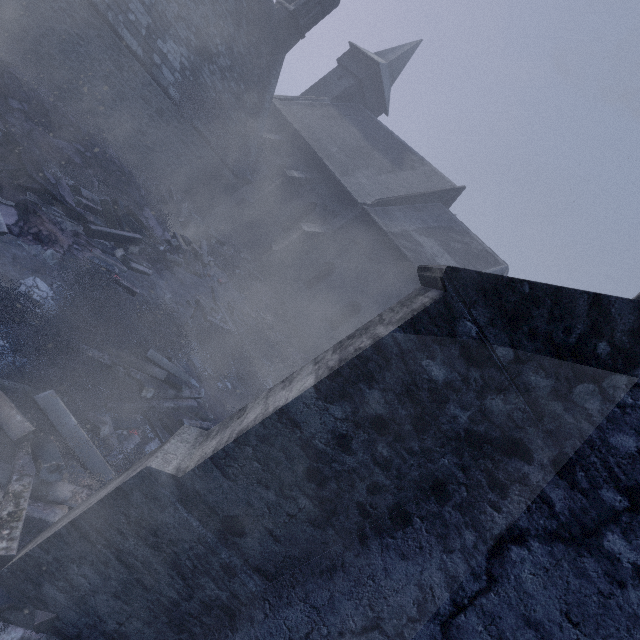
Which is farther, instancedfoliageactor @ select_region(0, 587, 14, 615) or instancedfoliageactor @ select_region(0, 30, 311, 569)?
instancedfoliageactor @ select_region(0, 30, 311, 569)

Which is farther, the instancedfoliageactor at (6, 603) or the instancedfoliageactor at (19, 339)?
the instancedfoliageactor at (19, 339)

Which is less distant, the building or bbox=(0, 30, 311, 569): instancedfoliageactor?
the building

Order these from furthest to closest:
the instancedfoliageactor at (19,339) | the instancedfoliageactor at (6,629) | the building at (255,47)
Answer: the instancedfoliageactor at (19,339) < the instancedfoliageactor at (6,629) < the building at (255,47)

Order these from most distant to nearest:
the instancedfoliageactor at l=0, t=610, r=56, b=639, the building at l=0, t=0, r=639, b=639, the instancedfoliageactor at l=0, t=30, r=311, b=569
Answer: the instancedfoliageactor at l=0, t=30, r=311, b=569
the instancedfoliageactor at l=0, t=610, r=56, b=639
the building at l=0, t=0, r=639, b=639

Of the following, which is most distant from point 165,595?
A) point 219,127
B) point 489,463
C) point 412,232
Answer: point 412,232

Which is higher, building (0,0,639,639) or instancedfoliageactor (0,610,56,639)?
building (0,0,639,639)
